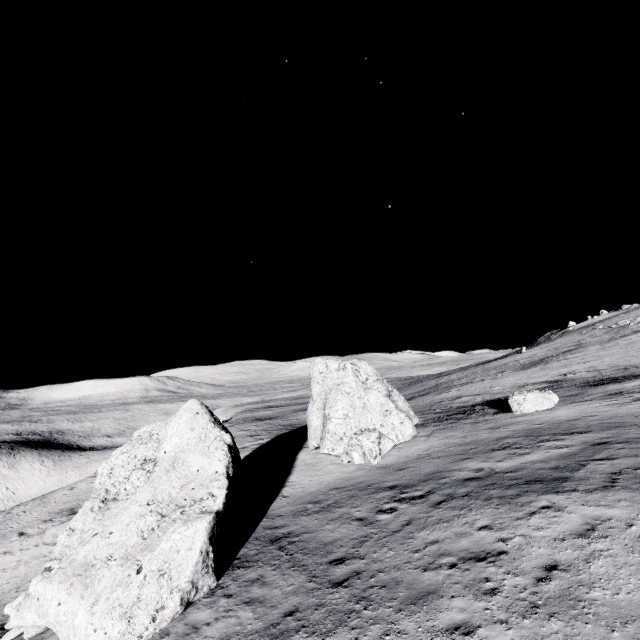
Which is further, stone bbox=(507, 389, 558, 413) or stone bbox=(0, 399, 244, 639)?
stone bbox=(507, 389, 558, 413)

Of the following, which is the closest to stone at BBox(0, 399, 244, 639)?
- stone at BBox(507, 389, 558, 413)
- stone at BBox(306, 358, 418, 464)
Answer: stone at BBox(306, 358, 418, 464)

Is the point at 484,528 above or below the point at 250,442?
above

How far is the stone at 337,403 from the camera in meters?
17.4 m

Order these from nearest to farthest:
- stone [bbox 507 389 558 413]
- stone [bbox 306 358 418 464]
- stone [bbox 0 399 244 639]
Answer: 1. stone [bbox 0 399 244 639]
2. stone [bbox 306 358 418 464]
3. stone [bbox 507 389 558 413]

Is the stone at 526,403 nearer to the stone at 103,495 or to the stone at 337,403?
the stone at 337,403

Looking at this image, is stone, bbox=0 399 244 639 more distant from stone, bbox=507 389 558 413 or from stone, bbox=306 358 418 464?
stone, bbox=507 389 558 413
